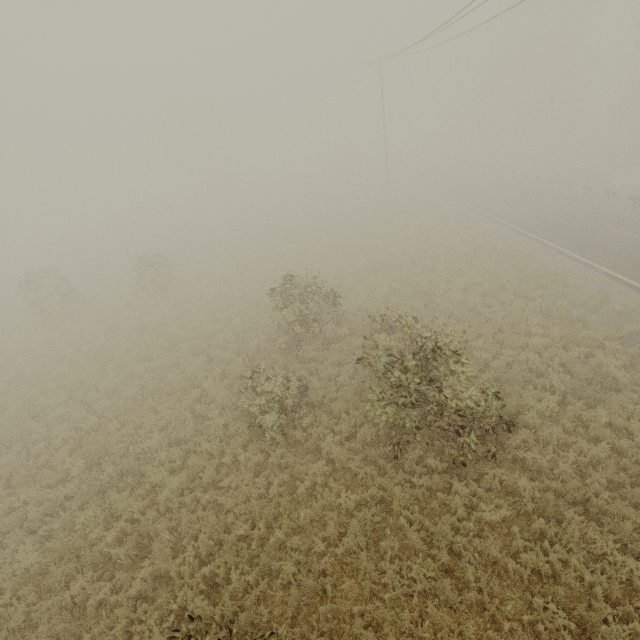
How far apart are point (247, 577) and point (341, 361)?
7.53m

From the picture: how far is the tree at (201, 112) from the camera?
50.4m

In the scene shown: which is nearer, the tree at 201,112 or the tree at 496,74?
the tree at 496,74

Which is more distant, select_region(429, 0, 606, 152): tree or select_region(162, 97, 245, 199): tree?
select_region(162, 97, 245, 199): tree

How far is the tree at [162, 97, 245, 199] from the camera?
50.4 meters
